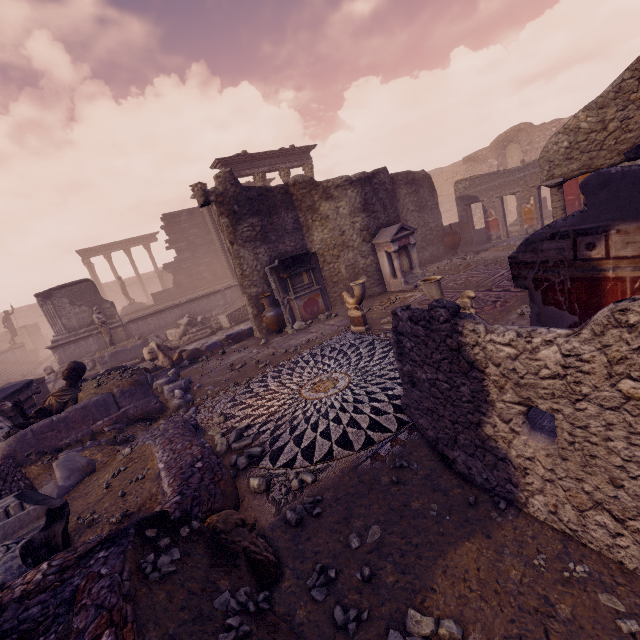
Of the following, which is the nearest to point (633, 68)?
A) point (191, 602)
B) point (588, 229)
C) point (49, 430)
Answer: point (588, 229)

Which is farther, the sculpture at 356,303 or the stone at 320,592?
the sculpture at 356,303

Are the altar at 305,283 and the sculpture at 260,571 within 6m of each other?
no

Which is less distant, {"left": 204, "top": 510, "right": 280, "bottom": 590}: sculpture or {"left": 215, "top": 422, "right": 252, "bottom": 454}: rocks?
{"left": 204, "top": 510, "right": 280, "bottom": 590}: sculpture

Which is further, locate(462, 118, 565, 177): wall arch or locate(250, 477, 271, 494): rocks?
locate(462, 118, 565, 177): wall arch

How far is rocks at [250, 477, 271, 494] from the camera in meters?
3.5

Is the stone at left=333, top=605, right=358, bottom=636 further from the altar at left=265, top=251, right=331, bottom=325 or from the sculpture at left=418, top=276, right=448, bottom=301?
the altar at left=265, top=251, right=331, bottom=325

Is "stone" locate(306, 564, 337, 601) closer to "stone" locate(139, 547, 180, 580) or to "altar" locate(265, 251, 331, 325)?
"stone" locate(139, 547, 180, 580)
